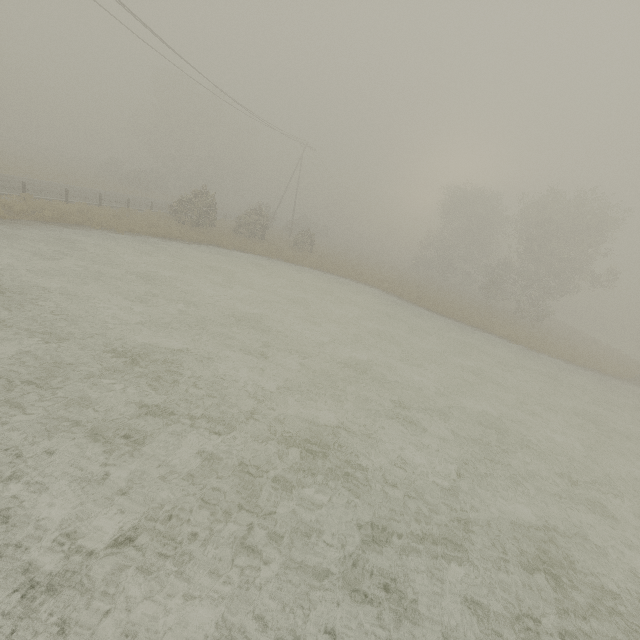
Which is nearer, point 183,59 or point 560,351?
point 183,59
